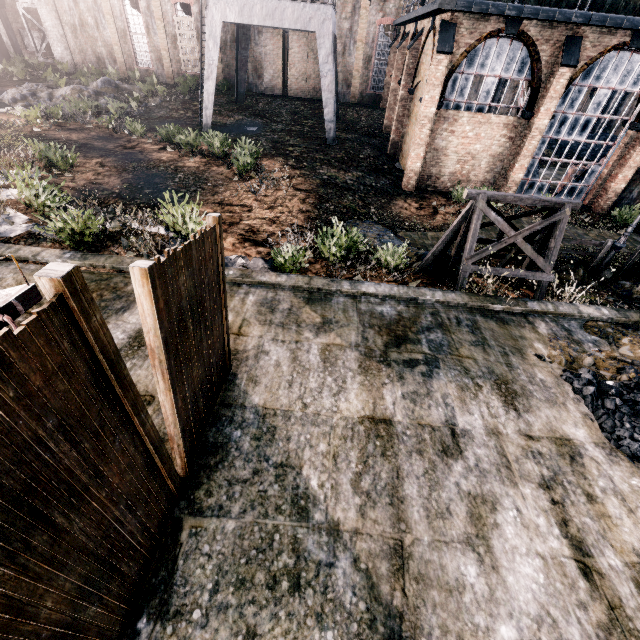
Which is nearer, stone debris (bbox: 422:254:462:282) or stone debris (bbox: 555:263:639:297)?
stone debris (bbox: 422:254:462:282)

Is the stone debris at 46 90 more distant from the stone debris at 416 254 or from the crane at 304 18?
the stone debris at 416 254

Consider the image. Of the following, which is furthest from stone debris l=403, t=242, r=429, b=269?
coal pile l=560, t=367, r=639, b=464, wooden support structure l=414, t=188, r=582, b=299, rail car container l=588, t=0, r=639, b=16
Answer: rail car container l=588, t=0, r=639, b=16

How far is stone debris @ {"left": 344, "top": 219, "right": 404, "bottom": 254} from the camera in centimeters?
1305cm

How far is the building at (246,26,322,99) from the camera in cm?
3098

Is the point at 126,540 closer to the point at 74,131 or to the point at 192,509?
the point at 192,509

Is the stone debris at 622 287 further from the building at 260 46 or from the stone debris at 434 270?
the building at 260 46

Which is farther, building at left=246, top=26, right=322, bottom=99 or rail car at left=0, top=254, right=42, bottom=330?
building at left=246, top=26, right=322, bottom=99
